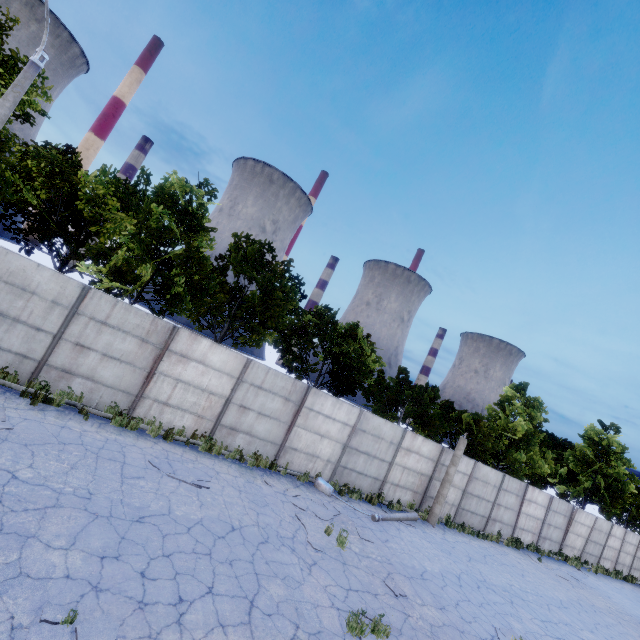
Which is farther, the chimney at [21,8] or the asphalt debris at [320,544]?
the chimney at [21,8]

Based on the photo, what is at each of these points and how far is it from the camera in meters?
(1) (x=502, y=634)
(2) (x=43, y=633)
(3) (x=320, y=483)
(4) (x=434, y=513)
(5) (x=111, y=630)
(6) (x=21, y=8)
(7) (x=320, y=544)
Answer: (1) asphalt debris, 9.3
(2) asphalt debris, 4.1
(3) lamp post, 13.6
(4) lamp post, 16.3
(5) asphalt debris, 4.5
(6) chimney, 59.8
(7) asphalt debris, 9.4

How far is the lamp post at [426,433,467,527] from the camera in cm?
1631

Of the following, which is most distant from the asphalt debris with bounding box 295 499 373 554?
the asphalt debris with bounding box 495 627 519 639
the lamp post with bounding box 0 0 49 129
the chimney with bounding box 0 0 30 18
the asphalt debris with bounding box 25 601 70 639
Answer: the chimney with bounding box 0 0 30 18

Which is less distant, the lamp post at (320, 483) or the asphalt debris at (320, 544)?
the asphalt debris at (320, 544)

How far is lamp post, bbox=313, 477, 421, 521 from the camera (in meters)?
12.98

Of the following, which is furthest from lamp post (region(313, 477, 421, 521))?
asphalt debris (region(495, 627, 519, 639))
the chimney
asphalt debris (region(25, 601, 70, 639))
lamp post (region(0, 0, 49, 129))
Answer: the chimney

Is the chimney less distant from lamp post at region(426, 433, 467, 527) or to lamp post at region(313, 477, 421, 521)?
lamp post at region(313, 477, 421, 521)
